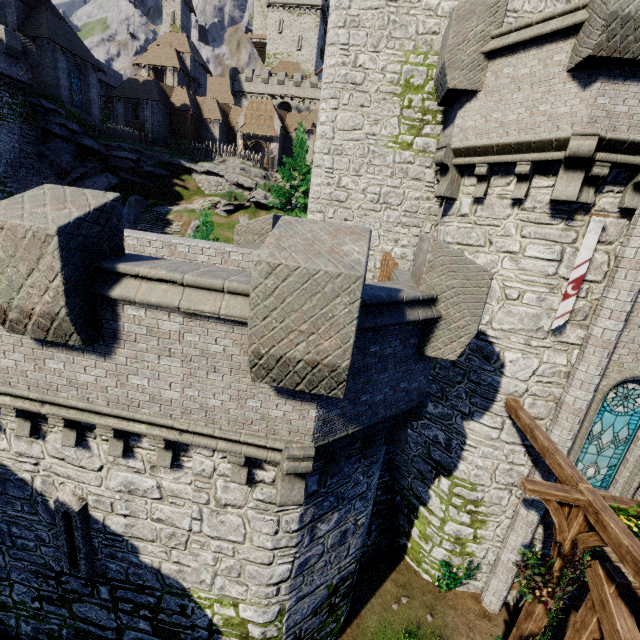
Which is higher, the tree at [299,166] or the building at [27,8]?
the building at [27,8]

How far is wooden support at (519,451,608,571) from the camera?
5.9m

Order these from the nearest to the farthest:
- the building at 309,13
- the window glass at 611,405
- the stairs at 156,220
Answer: the window glass at 611,405
the stairs at 156,220
the building at 309,13

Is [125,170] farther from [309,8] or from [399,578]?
[309,8]

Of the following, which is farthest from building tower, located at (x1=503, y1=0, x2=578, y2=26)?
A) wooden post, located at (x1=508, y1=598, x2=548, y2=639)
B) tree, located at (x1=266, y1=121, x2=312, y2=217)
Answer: wooden post, located at (x1=508, y1=598, x2=548, y2=639)

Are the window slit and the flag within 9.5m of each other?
no

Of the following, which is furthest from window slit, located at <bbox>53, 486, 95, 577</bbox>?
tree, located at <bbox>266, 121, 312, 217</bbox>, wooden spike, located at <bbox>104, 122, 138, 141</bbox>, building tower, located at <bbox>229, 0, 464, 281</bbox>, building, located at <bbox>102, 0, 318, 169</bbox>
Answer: building, located at <bbox>102, 0, 318, 169</bbox>

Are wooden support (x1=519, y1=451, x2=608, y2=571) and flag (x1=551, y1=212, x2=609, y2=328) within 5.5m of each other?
yes
